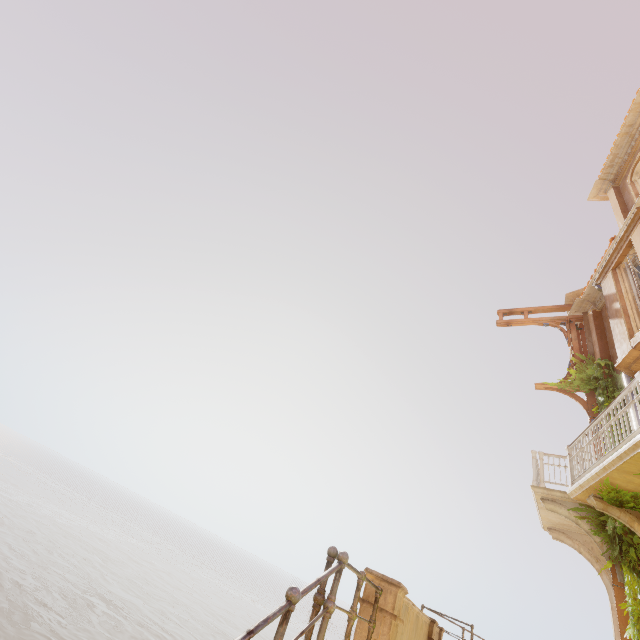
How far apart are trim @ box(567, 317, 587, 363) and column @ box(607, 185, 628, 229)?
3.57m

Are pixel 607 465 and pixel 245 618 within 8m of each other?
no

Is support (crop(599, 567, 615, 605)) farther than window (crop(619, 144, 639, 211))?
No

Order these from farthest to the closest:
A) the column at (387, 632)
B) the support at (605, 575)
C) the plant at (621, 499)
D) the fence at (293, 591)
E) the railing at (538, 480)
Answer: the support at (605, 575) → the plant at (621, 499) → the railing at (538, 480) → the column at (387, 632) → the fence at (293, 591)

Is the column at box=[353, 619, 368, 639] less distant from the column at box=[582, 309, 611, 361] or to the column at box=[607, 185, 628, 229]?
the column at box=[582, 309, 611, 361]

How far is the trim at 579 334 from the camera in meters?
12.1 m

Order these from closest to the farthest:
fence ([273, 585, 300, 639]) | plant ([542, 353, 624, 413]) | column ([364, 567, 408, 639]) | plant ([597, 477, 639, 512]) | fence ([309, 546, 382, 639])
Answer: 1. fence ([273, 585, 300, 639])
2. fence ([309, 546, 382, 639])
3. column ([364, 567, 408, 639])
4. plant ([597, 477, 639, 512])
5. plant ([542, 353, 624, 413])

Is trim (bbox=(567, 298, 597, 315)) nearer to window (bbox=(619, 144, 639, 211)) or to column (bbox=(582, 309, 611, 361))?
column (bbox=(582, 309, 611, 361))
